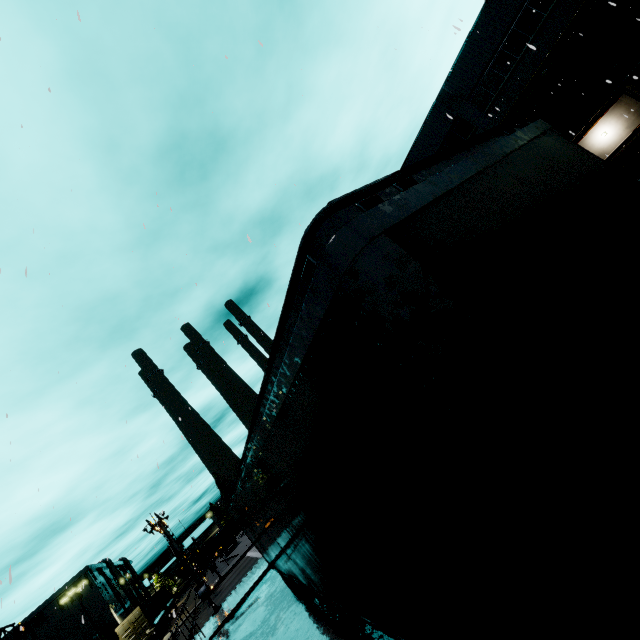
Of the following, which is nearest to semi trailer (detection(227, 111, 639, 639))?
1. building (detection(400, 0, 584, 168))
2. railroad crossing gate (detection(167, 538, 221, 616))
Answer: building (detection(400, 0, 584, 168))

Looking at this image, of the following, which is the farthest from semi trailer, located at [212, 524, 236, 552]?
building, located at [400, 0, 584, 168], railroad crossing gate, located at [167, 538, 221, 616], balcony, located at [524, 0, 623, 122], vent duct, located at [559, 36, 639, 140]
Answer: railroad crossing gate, located at [167, 538, 221, 616]

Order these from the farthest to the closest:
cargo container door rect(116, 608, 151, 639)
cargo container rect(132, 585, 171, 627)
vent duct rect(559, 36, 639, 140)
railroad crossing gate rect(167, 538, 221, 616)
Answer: cargo container rect(132, 585, 171, 627), cargo container door rect(116, 608, 151, 639), railroad crossing gate rect(167, 538, 221, 616), vent duct rect(559, 36, 639, 140)

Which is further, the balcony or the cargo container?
the cargo container

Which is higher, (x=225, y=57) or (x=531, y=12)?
(x=531, y=12)

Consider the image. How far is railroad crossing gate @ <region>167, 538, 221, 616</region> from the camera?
19.8 meters

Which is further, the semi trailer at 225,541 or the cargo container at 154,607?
the semi trailer at 225,541

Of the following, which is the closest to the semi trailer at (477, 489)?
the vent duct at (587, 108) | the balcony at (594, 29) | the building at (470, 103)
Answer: the building at (470, 103)
